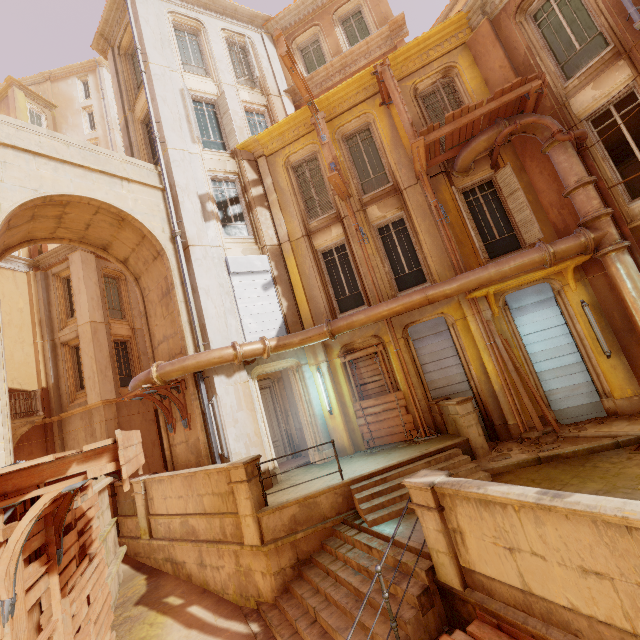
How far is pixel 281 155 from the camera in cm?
1282

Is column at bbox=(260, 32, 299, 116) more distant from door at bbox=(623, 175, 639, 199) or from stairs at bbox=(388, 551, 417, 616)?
stairs at bbox=(388, 551, 417, 616)

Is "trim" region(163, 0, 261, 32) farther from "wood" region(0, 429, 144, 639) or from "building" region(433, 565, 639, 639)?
"building" region(433, 565, 639, 639)

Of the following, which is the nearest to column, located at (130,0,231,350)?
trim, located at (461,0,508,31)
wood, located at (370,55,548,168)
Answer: wood, located at (370,55,548,168)

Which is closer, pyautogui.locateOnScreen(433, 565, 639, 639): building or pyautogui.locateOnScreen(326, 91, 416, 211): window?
pyautogui.locateOnScreen(433, 565, 639, 639): building

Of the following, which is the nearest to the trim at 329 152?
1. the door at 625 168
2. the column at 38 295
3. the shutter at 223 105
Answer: the shutter at 223 105

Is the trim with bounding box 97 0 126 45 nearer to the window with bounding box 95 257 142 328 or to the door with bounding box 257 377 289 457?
the window with bounding box 95 257 142 328

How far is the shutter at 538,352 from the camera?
8.80m
